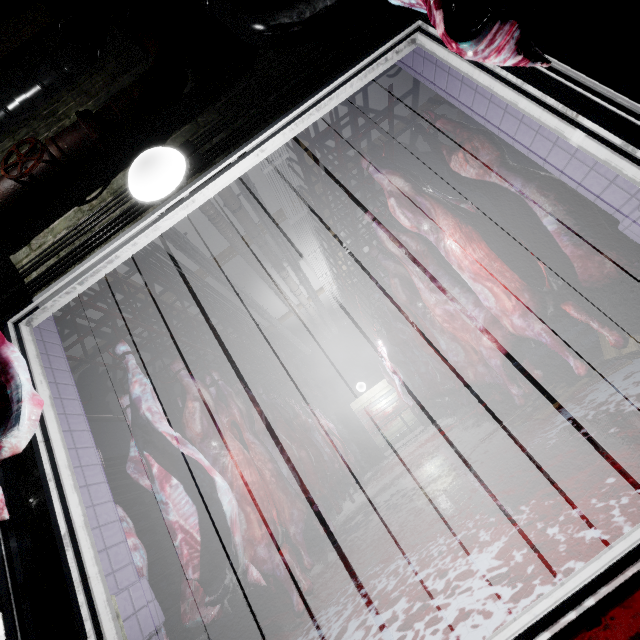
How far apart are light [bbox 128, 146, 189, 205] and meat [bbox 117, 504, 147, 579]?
1.5m

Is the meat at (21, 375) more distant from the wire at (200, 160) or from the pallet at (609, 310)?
the pallet at (609, 310)

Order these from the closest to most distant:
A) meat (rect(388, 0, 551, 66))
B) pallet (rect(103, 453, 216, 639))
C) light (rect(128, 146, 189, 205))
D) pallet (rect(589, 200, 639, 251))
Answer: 1. meat (rect(388, 0, 551, 66))
2. light (rect(128, 146, 189, 205))
3. pallet (rect(589, 200, 639, 251))
4. pallet (rect(103, 453, 216, 639))

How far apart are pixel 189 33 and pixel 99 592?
2.8 meters

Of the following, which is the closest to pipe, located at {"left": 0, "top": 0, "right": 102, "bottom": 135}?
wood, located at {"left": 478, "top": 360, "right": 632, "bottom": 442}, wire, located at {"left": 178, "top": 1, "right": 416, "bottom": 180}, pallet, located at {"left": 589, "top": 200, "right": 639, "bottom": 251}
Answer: wire, located at {"left": 178, "top": 1, "right": 416, "bottom": 180}

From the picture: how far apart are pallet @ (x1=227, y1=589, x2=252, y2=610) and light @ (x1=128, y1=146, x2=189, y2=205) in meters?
3.8 m

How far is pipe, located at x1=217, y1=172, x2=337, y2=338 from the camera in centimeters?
434cm

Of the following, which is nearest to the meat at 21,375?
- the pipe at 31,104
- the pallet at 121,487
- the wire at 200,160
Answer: the pipe at 31,104
